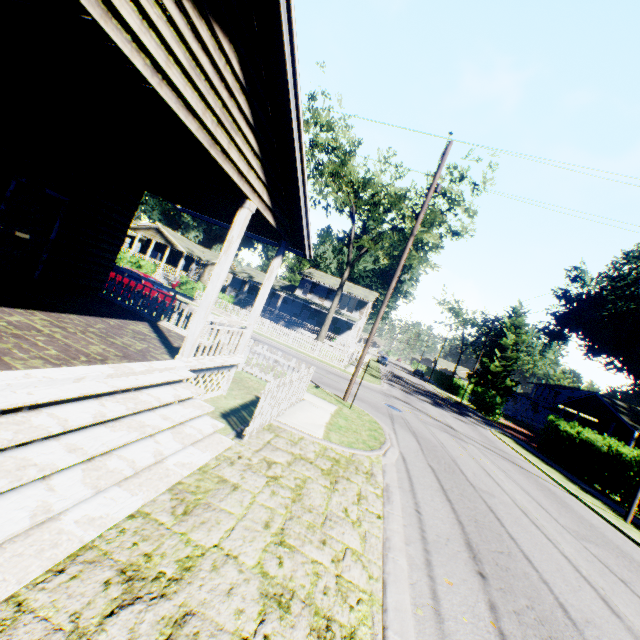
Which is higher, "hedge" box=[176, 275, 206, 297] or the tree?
the tree

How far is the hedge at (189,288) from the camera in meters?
29.5 m

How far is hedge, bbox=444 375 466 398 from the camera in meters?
49.8 m

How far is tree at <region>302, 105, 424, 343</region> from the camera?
25.4m

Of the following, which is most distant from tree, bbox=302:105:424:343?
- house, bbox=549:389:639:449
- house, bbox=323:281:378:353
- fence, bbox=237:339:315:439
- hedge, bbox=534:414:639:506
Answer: house, bbox=549:389:639:449

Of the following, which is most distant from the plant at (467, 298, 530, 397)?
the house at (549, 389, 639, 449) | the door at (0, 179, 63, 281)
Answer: the door at (0, 179, 63, 281)

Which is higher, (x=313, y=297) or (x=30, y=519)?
(x=313, y=297)

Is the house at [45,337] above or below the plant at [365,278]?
below
